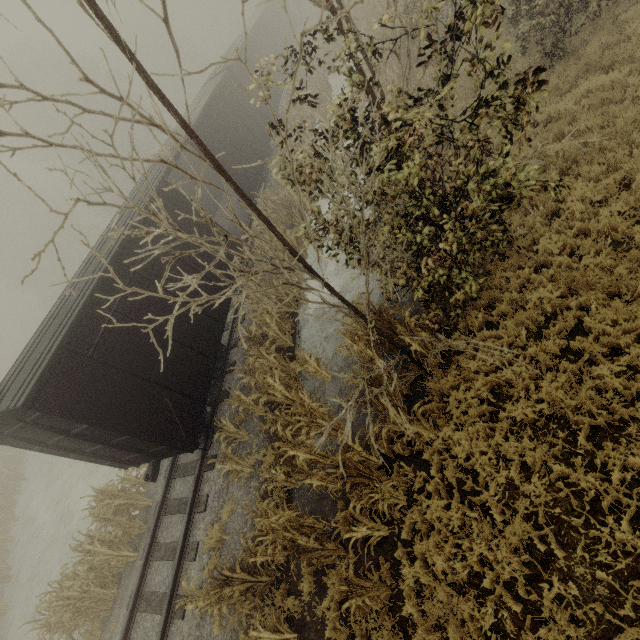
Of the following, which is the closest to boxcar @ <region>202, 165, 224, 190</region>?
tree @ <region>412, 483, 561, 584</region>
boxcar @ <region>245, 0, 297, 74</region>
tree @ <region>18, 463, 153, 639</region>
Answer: boxcar @ <region>245, 0, 297, 74</region>

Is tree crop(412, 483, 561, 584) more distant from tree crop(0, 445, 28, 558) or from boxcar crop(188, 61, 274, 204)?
tree crop(0, 445, 28, 558)

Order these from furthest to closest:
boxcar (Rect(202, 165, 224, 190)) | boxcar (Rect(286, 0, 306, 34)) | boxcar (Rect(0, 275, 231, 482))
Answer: boxcar (Rect(286, 0, 306, 34)) → boxcar (Rect(202, 165, 224, 190)) → boxcar (Rect(0, 275, 231, 482))

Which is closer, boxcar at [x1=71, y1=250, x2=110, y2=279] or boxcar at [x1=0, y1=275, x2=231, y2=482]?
boxcar at [x1=0, y1=275, x2=231, y2=482]

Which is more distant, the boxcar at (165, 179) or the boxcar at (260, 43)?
the boxcar at (260, 43)

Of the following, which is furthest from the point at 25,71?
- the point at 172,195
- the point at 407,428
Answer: the point at 407,428

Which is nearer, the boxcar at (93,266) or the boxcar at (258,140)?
the boxcar at (93,266)
